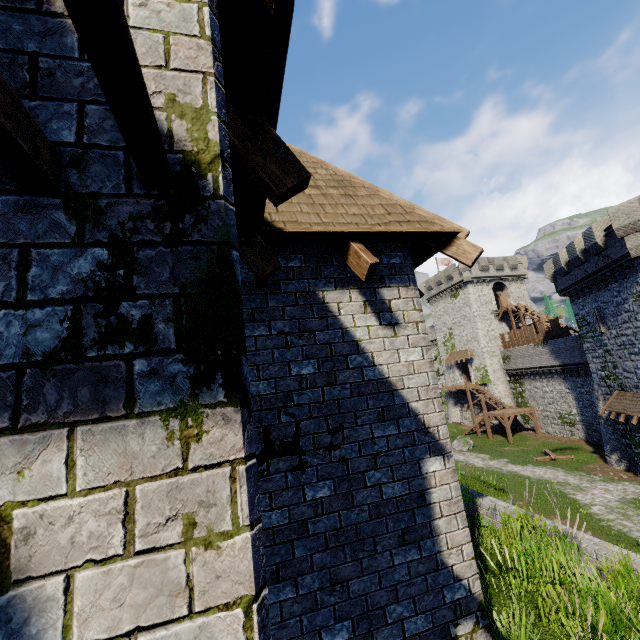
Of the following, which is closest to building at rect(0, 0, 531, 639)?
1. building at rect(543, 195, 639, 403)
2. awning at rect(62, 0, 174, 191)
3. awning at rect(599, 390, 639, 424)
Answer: awning at rect(62, 0, 174, 191)

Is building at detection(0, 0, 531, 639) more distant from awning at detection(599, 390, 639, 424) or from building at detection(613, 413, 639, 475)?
awning at detection(599, 390, 639, 424)

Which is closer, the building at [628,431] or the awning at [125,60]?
the awning at [125,60]

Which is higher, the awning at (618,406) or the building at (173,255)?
the building at (173,255)

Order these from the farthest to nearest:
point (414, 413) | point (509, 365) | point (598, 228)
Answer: point (509, 365)
point (598, 228)
point (414, 413)

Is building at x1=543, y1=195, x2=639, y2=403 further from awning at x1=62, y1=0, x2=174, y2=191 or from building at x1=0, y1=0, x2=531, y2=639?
awning at x1=62, y1=0, x2=174, y2=191

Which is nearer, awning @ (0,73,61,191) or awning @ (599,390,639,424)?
awning @ (0,73,61,191)
